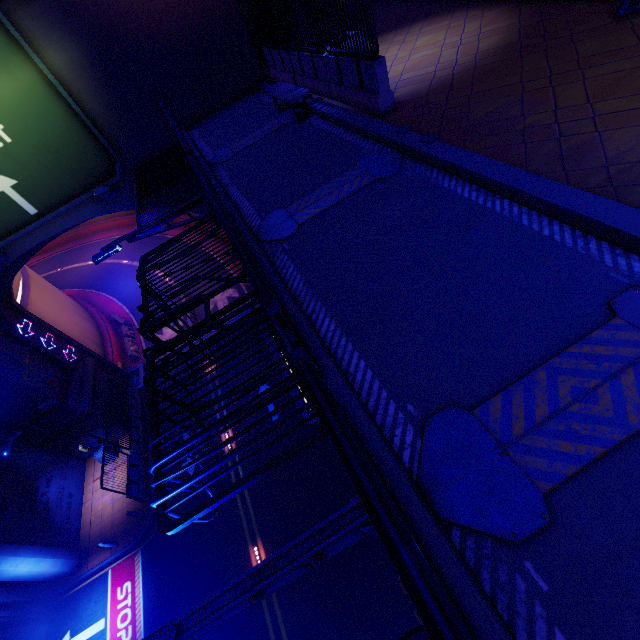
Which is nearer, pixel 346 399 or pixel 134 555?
pixel 346 399

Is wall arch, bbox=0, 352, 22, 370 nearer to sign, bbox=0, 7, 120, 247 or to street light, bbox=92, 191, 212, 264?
sign, bbox=0, 7, 120, 247

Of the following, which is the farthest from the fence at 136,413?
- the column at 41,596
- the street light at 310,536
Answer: the street light at 310,536

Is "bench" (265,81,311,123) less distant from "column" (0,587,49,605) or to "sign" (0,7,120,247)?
"sign" (0,7,120,247)

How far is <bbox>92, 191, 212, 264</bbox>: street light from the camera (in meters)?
7.80

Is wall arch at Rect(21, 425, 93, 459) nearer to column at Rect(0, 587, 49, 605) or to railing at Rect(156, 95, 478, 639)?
column at Rect(0, 587, 49, 605)

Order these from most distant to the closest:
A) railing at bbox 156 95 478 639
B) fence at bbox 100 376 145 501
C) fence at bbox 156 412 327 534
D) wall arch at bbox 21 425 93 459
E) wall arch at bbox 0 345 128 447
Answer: wall arch at bbox 21 425 93 459 < fence at bbox 100 376 145 501 < wall arch at bbox 0 345 128 447 < fence at bbox 156 412 327 534 < railing at bbox 156 95 478 639

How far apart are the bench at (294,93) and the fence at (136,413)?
18.5 meters
